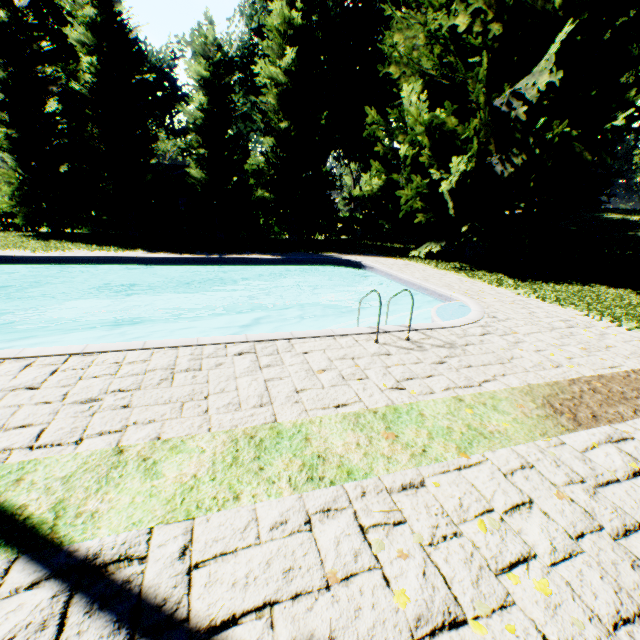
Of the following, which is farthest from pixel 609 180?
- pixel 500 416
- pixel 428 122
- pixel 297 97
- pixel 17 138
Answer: pixel 17 138

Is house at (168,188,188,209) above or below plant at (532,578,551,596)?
above

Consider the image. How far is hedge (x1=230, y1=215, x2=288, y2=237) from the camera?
24.3m

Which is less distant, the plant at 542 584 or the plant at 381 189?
the plant at 542 584

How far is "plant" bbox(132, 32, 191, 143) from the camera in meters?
34.4

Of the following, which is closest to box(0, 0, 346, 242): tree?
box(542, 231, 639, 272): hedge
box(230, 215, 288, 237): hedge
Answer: box(230, 215, 288, 237): hedge

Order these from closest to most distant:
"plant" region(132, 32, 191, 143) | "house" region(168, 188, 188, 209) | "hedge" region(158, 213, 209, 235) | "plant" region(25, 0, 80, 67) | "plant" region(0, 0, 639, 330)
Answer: "plant" region(0, 0, 639, 330) → "hedge" region(158, 213, 209, 235) → "plant" region(25, 0, 80, 67) → "house" region(168, 188, 188, 209) → "plant" region(132, 32, 191, 143)
